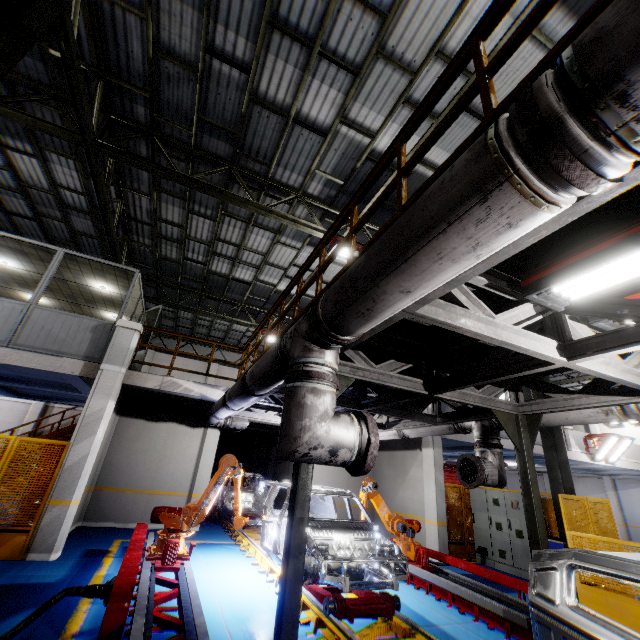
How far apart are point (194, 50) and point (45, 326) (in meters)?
7.41

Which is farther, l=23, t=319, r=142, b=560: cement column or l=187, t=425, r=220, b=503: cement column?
l=187, t=425, r=220, b=503: cement column

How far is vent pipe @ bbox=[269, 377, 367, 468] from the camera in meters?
2.7 m

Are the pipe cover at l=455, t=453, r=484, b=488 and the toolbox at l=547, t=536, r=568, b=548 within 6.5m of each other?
yes

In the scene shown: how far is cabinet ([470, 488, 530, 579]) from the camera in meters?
9.4 m

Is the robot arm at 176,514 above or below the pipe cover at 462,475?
below

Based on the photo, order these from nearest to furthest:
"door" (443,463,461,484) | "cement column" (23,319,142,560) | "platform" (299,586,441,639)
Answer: "platform" (299,586,441,639)
"cement column" (23,319,142,560)
"door" (443,463,461,484)

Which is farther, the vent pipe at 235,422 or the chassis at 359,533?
the vent pipe at 235,422
